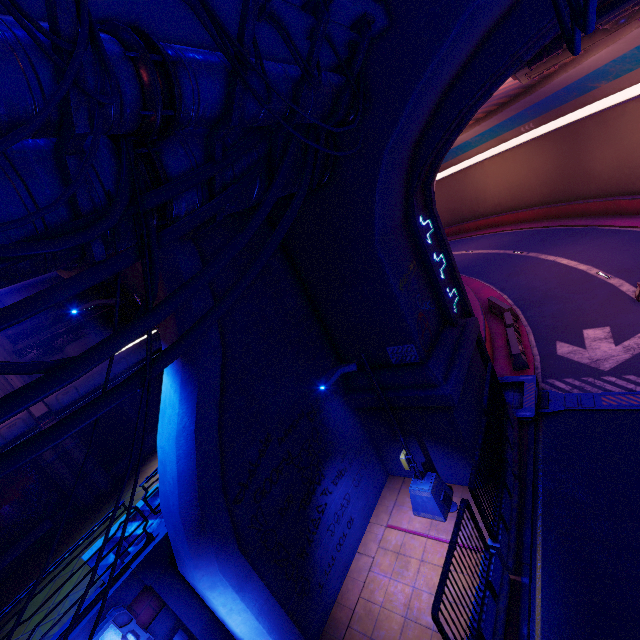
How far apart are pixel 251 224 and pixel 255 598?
7.8m

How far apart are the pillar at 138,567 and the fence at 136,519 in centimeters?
26cm

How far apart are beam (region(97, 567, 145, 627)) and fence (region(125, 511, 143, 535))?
0.3 meters

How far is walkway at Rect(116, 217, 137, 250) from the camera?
4.1 meters

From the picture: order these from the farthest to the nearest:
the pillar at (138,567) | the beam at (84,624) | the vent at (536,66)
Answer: the vent at (536,66) → the pillar at (138,567) → the beam at (84,624)

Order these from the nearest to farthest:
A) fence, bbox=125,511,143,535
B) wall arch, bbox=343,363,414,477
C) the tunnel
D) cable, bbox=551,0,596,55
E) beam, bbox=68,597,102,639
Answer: cable, bbox=551,0,596,55, beam, bbox=68,597,102,639, fence, bbox=125,511,143,535, the tunnel, wall arch, bbox=343,363,414,477

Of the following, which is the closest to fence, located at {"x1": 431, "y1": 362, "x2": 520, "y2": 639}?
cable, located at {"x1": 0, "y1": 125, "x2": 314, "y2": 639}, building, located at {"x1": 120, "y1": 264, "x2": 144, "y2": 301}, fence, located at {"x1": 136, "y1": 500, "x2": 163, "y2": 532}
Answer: cable, located at {"x1": 0, "y1": 125, "x2": 314, "y2": 639}

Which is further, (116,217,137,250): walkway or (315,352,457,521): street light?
(315,352,457,521): street light
